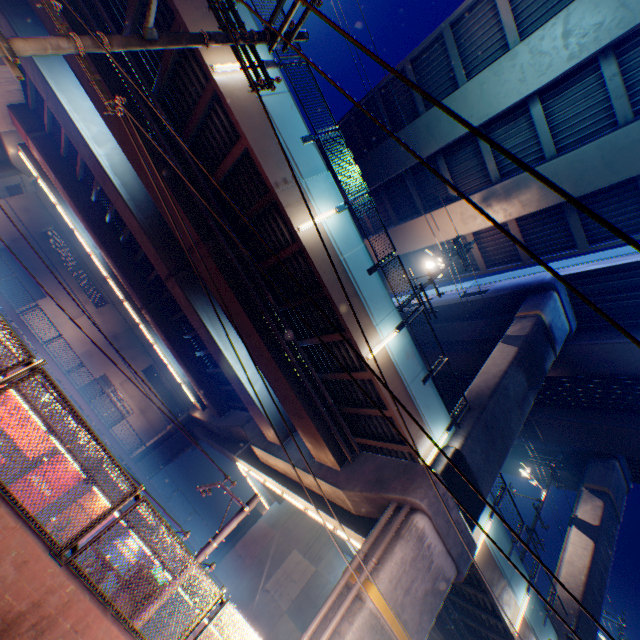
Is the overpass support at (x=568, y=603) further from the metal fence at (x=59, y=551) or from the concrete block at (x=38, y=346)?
the concrete block at (x=38, y=346)

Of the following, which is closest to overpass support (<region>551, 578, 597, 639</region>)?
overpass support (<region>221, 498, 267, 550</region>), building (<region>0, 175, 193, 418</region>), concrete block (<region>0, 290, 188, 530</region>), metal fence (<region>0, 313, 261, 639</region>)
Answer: metal fence (<region>0, 313, 261, 639</region>)

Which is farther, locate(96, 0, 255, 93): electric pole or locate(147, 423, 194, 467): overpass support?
locate(147, 423, 194, 467): overpass support

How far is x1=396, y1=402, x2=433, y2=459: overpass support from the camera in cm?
1221

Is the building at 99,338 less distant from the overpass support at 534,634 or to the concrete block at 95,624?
the overpass support at 534,634

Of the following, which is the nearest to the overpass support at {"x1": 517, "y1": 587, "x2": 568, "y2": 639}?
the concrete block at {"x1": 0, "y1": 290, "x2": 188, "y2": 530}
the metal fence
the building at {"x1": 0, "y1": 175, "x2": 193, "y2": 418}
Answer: the metal fence

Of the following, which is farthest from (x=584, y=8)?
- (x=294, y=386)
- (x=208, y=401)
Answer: (x=208, y=401)
